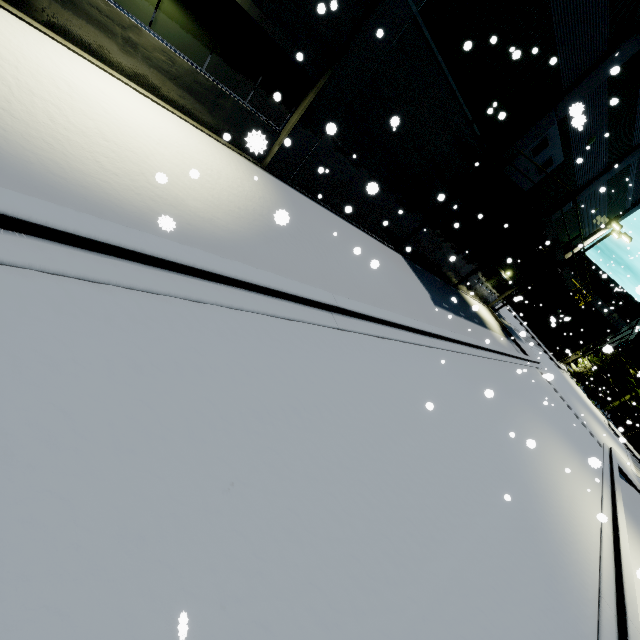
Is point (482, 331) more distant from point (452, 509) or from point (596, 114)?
point (452, 509)

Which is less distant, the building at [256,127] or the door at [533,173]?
the building at [256,127]

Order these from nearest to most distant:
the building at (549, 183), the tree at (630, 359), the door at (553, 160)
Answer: the door at (553, 160), the building at (549, 183), the tree at (630, 359)

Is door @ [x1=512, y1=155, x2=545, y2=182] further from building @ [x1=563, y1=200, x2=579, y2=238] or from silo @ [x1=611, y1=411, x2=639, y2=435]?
silo @ [x1=611, y1=411, x2=639, y2=435]

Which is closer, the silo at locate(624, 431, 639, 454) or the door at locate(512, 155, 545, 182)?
the door at locate(512, 155, 545, 182)

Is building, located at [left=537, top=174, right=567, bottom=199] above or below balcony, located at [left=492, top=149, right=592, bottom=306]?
Answer: above

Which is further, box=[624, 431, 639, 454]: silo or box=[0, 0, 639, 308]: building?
box=[624, 431, 639, 454]: silo

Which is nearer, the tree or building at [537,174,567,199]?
building at [537,174,567,199]
